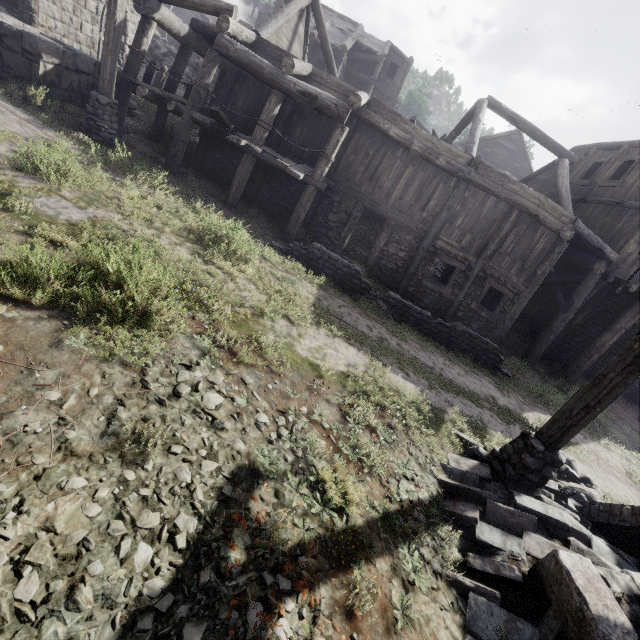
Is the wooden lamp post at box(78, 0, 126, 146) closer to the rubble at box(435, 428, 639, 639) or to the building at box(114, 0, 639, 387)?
the building at box(114, 0, 639, 387)

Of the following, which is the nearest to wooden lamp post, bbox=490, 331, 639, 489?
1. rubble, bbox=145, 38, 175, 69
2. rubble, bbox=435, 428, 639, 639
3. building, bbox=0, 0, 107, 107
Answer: rubble, bbox=435, 428, 639, 639

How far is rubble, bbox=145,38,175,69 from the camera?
21.9m

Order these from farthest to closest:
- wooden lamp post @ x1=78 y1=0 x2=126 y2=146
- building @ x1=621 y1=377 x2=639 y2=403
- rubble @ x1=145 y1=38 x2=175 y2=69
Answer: rubble @ x1=145 y1=38 x2=175 y2=69 → building @ x1=621 y1=377 x2=639 y2=403 → wooden lamp post @ x1=78 y1=0 x2=126 y2=146

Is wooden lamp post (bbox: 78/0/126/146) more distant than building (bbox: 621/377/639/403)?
No

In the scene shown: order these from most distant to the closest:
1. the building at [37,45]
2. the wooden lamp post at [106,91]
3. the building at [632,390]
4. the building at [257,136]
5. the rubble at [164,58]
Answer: the rubble at [164,58], the building at [632,390], the building at [257,136], the building at [37,45], the wooden lamp post at [106,91]

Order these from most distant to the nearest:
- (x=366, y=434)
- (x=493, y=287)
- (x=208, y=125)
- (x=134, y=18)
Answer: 1. (x=134, y=18)
2. (x=493, y=287)
3. (x=208, y=125)
4. (x=366, y=434)

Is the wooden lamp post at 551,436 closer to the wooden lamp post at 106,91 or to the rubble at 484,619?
the rubble at 484,619
